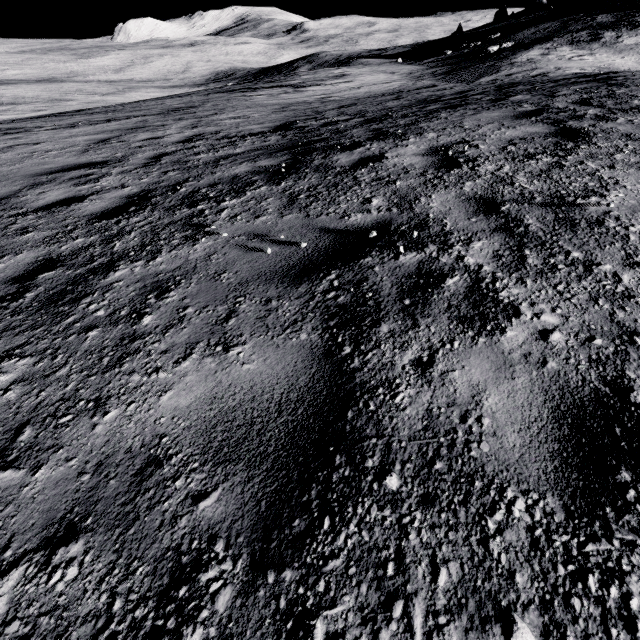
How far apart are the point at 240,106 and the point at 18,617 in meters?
14.0
